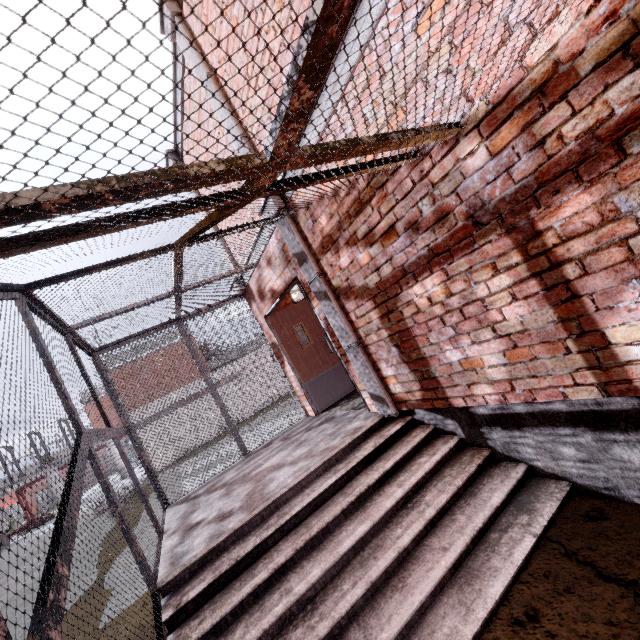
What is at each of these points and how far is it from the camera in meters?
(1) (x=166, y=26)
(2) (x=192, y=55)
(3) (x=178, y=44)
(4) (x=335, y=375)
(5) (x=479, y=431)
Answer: (1) trim, 4.5
(2) trim, 4.4
(3) trim, 4.6
(4) door, 6.7
(5) foundation, 3.1

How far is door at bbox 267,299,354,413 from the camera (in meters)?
6.41

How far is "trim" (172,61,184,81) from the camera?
5.09m

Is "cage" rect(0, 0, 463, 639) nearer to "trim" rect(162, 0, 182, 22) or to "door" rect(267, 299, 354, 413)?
"trim" rect(162, 0, 182, 22)

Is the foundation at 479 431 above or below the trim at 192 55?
below

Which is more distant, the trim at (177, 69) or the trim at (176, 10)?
the trim at (177, 69)

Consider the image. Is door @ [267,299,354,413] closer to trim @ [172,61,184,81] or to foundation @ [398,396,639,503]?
trim @ [172,61,184,81]

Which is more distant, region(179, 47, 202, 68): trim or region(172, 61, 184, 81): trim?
region(172, 61, 184, 81): trim
